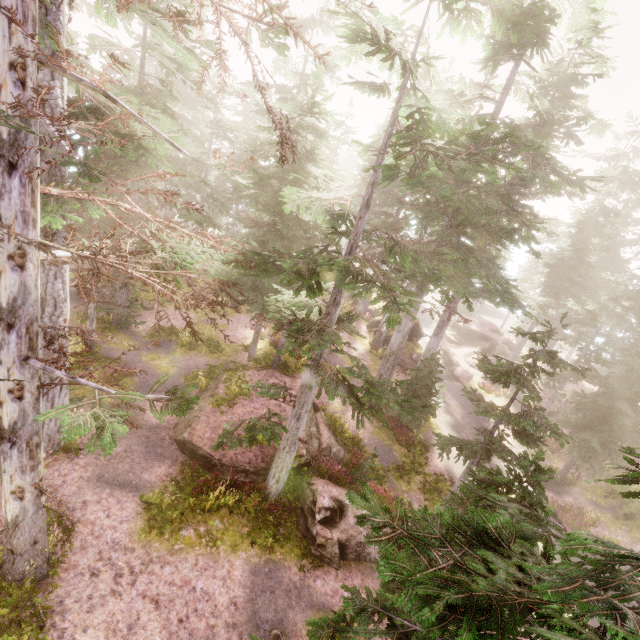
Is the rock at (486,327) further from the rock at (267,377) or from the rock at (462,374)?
the rock at (267,377)

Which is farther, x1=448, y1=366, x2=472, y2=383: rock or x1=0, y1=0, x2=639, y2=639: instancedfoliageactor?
x1=448, y1=366, x2=472, y2=383: rock

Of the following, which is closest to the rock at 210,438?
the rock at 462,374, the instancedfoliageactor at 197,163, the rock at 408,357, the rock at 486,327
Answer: the instancedfoliageactor at 197,163

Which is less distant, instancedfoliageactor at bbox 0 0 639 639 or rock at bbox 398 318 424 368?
instancedfoliageactor at bbox 0 0 639 639

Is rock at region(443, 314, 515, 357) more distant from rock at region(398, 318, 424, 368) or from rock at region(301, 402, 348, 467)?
rock at region(301, 402, 348, 467)

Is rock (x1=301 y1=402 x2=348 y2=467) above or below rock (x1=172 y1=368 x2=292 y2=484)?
below

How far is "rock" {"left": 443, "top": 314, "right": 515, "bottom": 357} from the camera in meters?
35.2

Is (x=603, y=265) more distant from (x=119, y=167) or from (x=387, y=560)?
(x=119, y=167)
